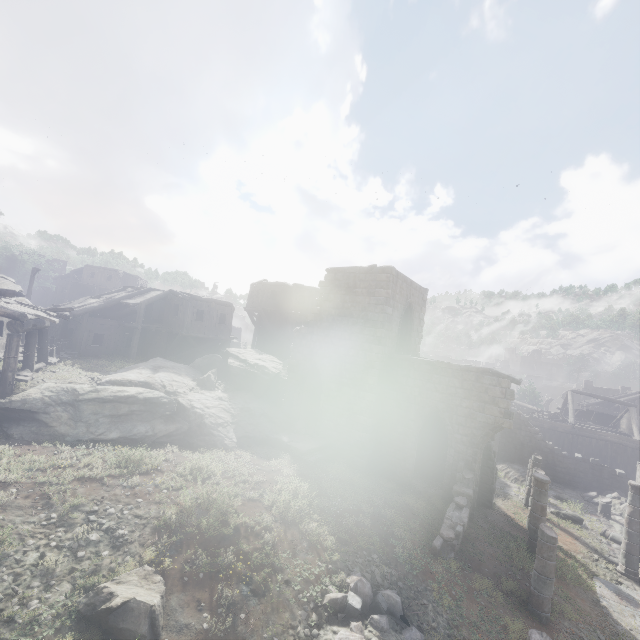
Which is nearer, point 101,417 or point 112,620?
point 112,620

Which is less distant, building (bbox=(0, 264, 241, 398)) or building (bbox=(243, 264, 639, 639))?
building (bbox=(243, 264, 639, 639))

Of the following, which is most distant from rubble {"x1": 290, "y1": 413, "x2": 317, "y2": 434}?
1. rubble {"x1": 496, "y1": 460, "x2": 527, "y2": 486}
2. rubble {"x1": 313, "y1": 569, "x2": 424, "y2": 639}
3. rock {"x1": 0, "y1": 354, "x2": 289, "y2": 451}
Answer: rubble {"x1": 496, "y1": 460, "x2": 527, "y2": 486}

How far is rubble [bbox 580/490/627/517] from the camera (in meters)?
20.31

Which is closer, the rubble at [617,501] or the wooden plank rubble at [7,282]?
the wooden plank rubble at [7,282]

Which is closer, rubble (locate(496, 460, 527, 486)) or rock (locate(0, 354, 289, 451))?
rock (locate(0, 354, 289, 451))

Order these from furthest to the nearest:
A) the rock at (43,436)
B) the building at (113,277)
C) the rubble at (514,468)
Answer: the rubble at (514,468) → the building at (113,277) → the rock at (43,436)

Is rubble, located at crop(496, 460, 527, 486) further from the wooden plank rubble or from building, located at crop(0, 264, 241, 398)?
the wooden plank rubble
